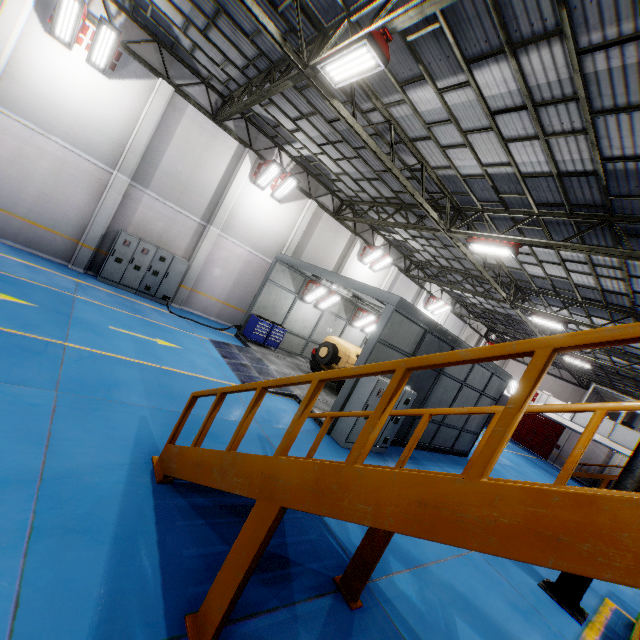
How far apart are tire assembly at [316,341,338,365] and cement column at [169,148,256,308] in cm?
668

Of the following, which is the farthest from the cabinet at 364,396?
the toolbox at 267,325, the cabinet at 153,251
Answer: the cabinet at 153,251

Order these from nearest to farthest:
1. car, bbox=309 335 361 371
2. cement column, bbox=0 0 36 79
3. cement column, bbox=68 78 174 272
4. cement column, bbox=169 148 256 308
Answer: cement column, bbox=0 0 36 79 < cement column, bbox=68 78 174 272 < car, bbox=309 335 361 371 < cement column, bbox=169 148 256 308

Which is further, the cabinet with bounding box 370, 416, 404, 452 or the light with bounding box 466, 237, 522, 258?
the light with bounding box 466, 237, 522, 258

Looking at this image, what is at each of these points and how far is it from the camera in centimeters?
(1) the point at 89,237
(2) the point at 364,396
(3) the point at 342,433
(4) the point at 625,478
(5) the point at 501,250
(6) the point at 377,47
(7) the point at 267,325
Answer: (1) cement column, 1239cm
(2) cabinet, 899cm
(3) cabinet, 909cm
(4) metal pole, 685cm
(5) light, 1077cm
(6) light, 565cm
(7) toolbox, 1504cm

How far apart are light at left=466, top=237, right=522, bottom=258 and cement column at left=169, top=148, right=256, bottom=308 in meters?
10.0 m

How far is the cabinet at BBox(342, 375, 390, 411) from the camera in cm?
890

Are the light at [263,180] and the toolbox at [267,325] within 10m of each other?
yes
